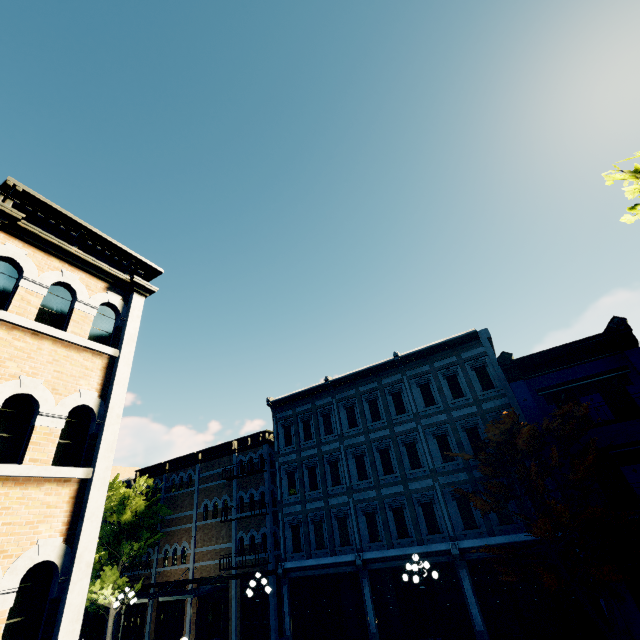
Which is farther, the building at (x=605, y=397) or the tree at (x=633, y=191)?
the building at (x=605, y=397)

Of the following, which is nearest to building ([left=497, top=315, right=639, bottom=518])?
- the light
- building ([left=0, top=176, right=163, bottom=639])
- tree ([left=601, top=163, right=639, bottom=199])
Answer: tree ([left=601, top=163, right=639, bottom=199])

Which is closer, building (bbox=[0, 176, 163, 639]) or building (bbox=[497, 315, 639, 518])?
building (bbox=[0, 176, 163, 639])

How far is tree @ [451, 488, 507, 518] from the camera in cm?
1252

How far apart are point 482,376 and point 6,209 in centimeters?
1975cm

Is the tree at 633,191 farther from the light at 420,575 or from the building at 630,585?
the light at 420,575

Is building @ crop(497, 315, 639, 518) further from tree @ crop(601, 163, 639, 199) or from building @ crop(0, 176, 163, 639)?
building @ crop(0, 176, 163, 639)
